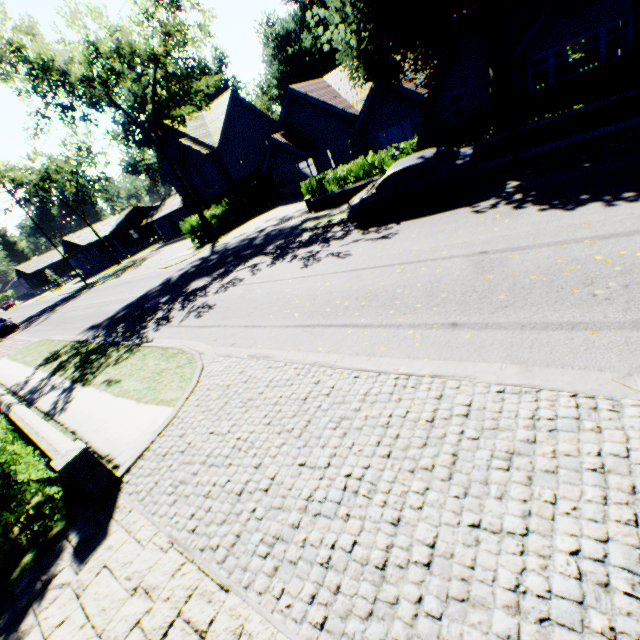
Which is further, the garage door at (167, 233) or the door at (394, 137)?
the garage door at (167, 233)

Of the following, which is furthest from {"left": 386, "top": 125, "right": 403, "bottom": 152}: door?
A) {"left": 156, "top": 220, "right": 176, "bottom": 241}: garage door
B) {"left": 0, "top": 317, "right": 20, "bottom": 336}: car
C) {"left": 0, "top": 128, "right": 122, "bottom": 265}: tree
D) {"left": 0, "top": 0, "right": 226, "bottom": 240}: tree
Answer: {"left": 0, "top": 128, "right": 122, "bottom": 265}: tree

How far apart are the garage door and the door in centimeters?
3401cm

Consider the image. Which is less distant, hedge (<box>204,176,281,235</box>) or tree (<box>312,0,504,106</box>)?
tree (<box>312,0,504,106</box>)

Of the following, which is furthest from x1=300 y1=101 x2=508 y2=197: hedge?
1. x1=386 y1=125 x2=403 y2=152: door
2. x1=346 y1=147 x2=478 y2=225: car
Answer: x1=386 y1=125 x2=403 y2=152: door

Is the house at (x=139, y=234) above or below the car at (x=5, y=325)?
above

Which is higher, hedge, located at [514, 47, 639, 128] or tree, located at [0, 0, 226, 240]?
tree, located at [0, 0, 226, 240]

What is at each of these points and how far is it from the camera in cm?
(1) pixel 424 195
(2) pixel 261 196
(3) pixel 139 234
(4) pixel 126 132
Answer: (1) car, 1116
(2) hedge, 3225
(3) house, 5678
(4) plant, 5812
